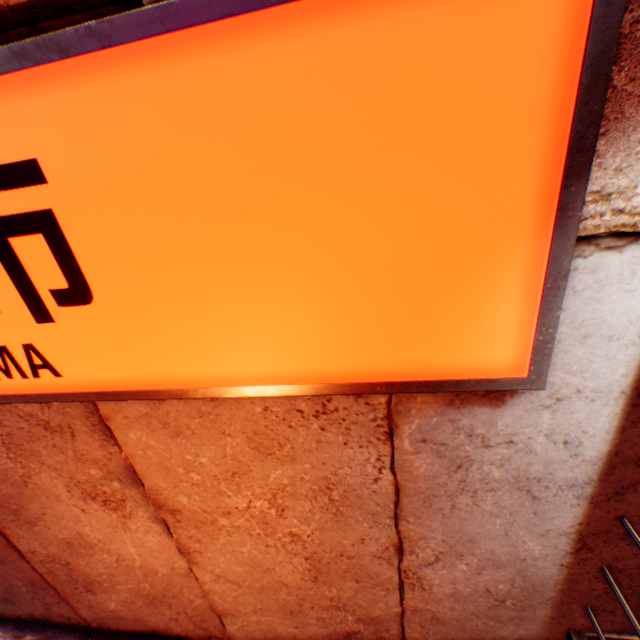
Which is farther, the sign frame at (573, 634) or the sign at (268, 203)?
the sign frame at (573, 634)

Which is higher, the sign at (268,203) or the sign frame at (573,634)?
the sign at (268,203)

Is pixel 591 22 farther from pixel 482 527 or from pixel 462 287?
pixel 482 527

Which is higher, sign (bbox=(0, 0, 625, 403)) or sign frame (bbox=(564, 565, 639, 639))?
sign (bbox=(0, 0, 625, 403))

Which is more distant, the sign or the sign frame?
the sign frame
